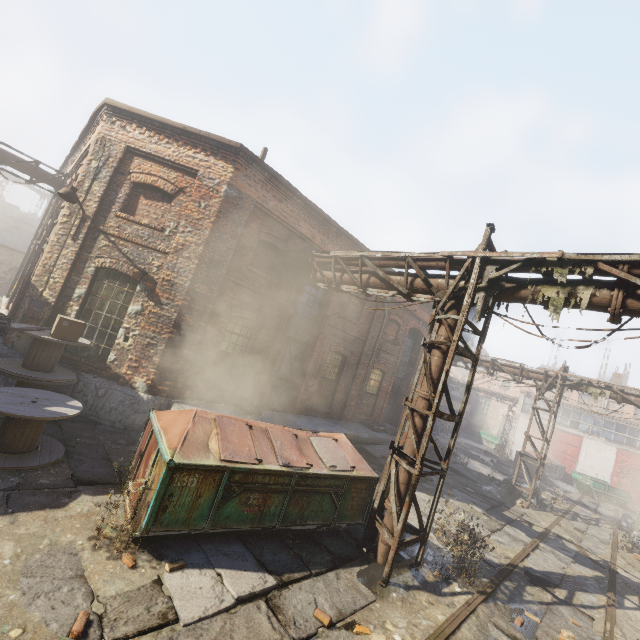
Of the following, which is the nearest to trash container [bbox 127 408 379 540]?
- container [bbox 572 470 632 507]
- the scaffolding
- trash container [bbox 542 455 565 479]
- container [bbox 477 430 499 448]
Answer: the scaffolding

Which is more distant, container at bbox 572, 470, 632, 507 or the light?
container at bbox 572, 470, 632, 507

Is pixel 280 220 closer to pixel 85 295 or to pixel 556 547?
pixel 85 295

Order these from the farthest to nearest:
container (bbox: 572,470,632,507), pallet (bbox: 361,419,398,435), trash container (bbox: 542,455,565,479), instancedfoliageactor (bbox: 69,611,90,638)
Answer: trash container (bbox: 542,455,565,479) < container (bbox: 572,470,632,507) < pallet (bbox: 361,419,398,435) < instancedfoliageactor (bbox: 69,611,90,638)

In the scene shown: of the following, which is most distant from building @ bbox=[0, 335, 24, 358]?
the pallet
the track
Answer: the track

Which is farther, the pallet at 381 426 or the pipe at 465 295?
the pallet at 381 426

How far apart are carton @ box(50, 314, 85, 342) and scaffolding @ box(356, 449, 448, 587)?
7.6m

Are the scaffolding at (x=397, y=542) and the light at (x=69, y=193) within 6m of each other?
no
